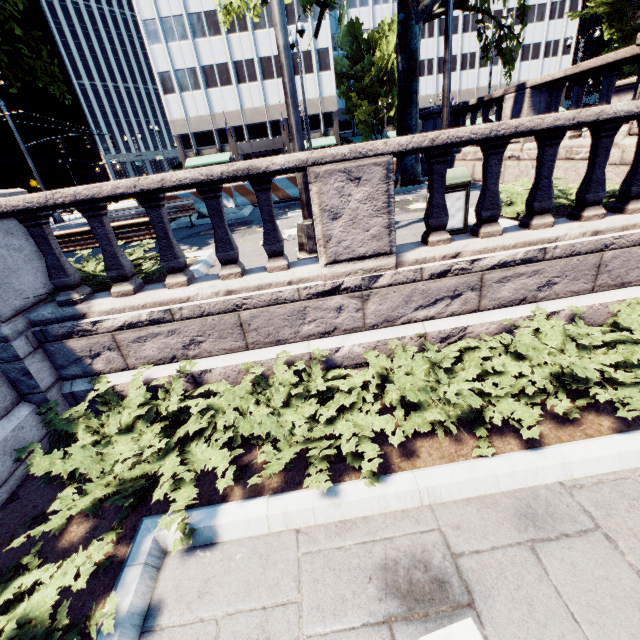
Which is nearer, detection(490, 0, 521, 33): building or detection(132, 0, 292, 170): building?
detection(132, 0, 292, 170): building

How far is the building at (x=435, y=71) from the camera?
56.9 meters

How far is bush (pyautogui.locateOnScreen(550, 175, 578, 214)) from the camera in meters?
4.9 m

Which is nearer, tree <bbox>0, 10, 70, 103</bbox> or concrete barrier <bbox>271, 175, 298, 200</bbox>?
tree <bbox>0, 10, 70, 103</bbox>

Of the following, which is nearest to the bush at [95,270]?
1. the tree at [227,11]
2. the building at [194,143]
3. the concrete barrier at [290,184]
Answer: the tree at [227,11]

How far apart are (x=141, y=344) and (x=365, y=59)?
59.5 meters

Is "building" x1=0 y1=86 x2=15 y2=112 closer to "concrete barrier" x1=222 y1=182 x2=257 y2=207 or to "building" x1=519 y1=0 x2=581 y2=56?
"building" x1=519 y1=0 x2=581 y2=56

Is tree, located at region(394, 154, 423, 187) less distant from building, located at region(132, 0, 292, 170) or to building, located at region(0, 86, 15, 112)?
building, located at region(132, 0, 292, 170)
